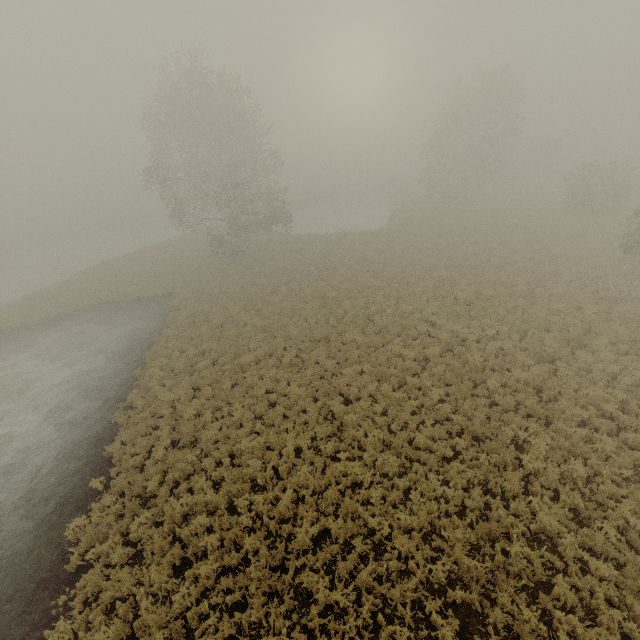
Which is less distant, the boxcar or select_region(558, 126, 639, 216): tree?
select_region(558, 126, 639, 216): tree

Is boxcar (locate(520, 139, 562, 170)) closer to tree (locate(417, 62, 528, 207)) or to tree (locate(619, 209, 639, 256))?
tree (locate(619, 209, 639, 256))

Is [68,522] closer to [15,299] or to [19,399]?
[19,399]

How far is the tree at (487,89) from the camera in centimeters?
3534cm

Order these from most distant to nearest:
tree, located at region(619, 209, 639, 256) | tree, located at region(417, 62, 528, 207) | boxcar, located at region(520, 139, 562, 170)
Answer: boxcar, located at region(520, 139, 562, 170) < tree, located at region(417, 62, 528, 207) < tree, located at region(619, 209, 639, 256)

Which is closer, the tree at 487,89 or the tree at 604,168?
the tree at 604,168

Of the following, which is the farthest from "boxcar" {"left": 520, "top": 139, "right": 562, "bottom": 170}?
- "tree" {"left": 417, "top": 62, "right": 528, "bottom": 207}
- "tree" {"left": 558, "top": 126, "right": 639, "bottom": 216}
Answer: "tree" {"left": 417, "top": 62, "right": 528, "bottom": 207}

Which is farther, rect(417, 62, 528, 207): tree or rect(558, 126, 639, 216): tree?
rect(417, 62, 528, 207): tree
